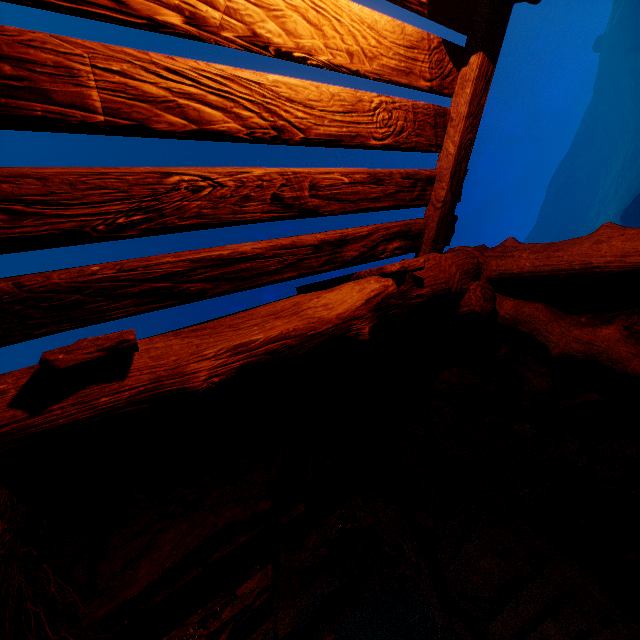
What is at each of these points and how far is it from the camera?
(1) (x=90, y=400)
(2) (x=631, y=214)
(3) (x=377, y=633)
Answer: (1) z, 1.38m
(2) instancedfoliageactor, 36.06m
(3) burlap sack, 8.35m

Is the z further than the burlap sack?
No

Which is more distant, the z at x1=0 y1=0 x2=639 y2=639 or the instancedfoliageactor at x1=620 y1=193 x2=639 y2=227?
the instancedfoliageactor at x1=620 y1=193 x2=639 y2=227

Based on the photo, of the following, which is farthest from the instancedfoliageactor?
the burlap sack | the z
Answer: the burlap sack

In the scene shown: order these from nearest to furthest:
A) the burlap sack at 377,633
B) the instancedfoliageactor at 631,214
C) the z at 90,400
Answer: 1. the z at 90,400
2. the burlap sack at 377,633
3. the instancedfoliageactor at 631,214

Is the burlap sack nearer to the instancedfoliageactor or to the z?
the z

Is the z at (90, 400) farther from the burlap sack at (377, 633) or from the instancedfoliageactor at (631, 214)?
the instancedfoliageactor at (631, 214)
